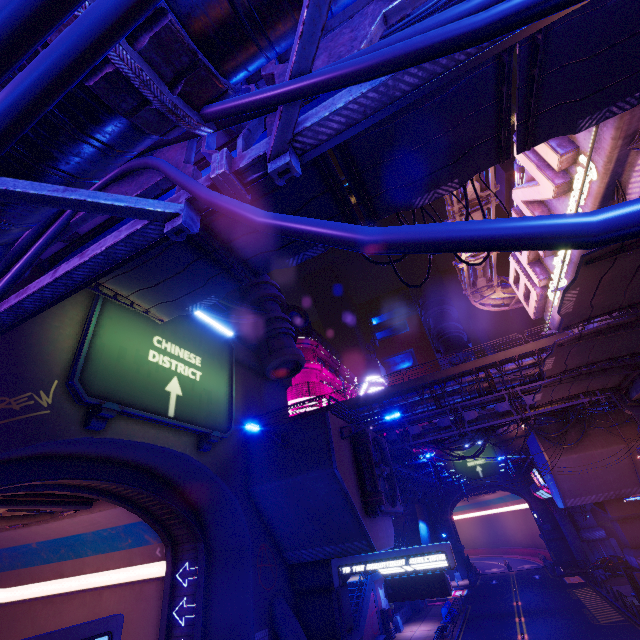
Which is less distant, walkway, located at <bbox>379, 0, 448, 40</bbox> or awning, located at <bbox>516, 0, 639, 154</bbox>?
walkway, located at <bbox>379, 0, 448, 40</bbox>

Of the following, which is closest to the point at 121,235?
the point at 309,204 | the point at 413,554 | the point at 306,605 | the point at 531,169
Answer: the point at 309,204

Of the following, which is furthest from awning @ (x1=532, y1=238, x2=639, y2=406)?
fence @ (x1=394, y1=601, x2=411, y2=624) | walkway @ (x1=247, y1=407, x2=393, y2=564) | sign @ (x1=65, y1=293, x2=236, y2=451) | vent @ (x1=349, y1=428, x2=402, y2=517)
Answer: fence @ (x1=394, y1=601, x2=411, y2=624)

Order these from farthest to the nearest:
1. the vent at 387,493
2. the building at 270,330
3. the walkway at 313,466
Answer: the building at 270,330 → the vent at 387,493 → the walkway at 313,466

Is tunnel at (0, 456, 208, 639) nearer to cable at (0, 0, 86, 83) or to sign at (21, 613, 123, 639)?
sign at (21, 613, 123, 639)

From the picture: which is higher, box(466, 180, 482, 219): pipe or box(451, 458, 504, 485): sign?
box(466, 180, 482, 219): pipe

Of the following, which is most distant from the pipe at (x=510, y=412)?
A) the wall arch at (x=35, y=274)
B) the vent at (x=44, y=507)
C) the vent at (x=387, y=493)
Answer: the vent at (x=44, y=507)

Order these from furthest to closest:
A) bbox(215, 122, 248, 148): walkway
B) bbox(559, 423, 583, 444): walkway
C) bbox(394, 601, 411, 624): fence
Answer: bbox(394, 601, 411, 624): fence → bbox(559, 423, 583, 444): walkway → bbox(215, 122, 248, 148): walkway
